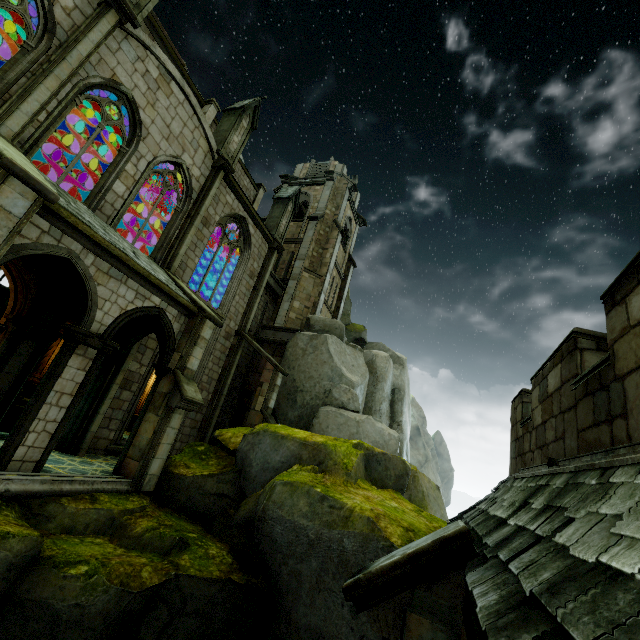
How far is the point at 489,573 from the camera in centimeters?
278cm

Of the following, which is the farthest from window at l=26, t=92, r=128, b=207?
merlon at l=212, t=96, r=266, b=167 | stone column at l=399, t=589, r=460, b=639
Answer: stone column at l=399, t=589, r=460, b=639

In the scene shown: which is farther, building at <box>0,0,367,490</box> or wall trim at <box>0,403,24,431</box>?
wall trim at <box>0,403,24,431</box>

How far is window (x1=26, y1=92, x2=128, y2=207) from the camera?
9.4 meters

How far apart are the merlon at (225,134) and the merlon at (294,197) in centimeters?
463cm

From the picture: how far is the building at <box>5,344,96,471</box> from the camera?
7.1m

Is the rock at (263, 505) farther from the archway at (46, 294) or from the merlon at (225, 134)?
the merlon at (225, 134)

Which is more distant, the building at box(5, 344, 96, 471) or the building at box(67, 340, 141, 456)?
the building at box(67, 340, 141, 456)
